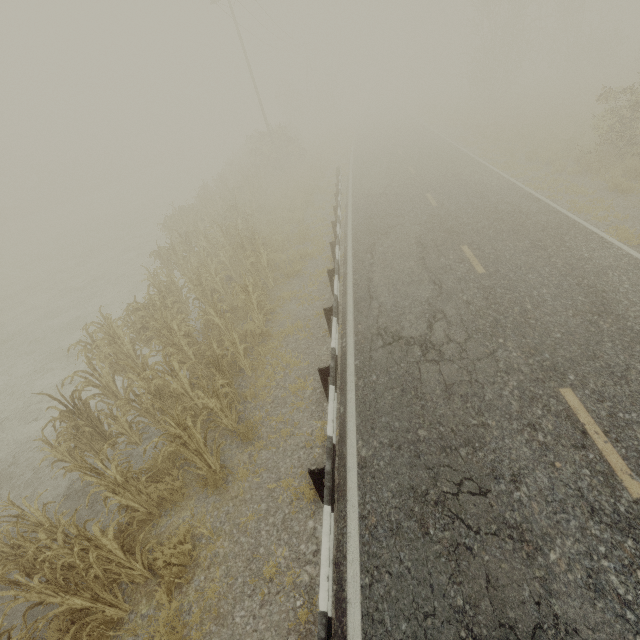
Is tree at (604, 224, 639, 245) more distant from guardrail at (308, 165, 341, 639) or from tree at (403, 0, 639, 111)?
tree at (403, 0, 639, 111)

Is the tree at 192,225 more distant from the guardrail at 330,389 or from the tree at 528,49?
the tree at 528,49

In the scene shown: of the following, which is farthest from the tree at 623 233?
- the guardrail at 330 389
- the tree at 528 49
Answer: the tree at 528 49

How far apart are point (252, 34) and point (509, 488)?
41.2m

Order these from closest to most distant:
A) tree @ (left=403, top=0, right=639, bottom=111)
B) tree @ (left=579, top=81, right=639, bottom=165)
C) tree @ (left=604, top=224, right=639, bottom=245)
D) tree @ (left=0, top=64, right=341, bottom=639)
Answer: tree @ (left=0, top=64, right=341, bottom=639) → tree @ (left=604, top=224, right=639, bottom=245) → tree @ (left=579, top=81, right=639, bottom=165) → tree @ (left=403, top=0, right=639, bottom=111)

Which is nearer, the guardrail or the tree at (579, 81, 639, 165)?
the guardrail

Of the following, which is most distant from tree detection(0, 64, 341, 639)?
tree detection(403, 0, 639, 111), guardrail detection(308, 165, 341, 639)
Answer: tree detection(403, 0, 639, 111)
